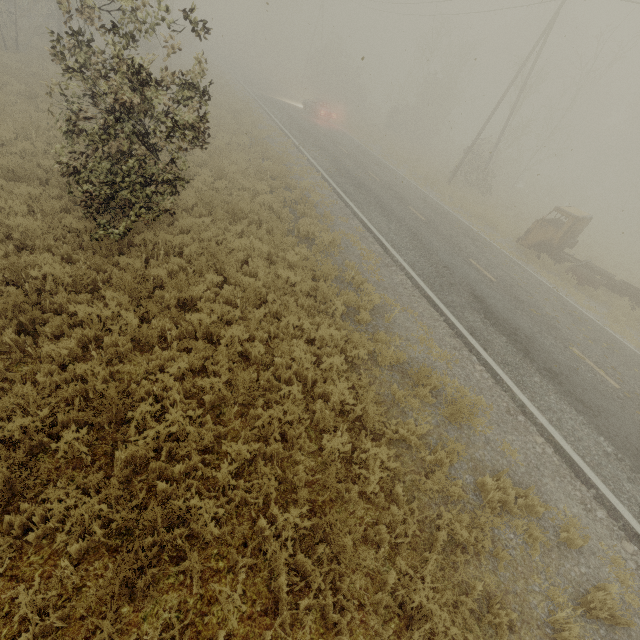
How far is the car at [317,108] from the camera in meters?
29.8

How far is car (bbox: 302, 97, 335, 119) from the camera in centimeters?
2981cm

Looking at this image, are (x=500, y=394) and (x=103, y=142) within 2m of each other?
no

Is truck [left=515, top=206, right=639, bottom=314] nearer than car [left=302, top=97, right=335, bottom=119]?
Yes

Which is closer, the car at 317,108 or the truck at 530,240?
the truck at 530,240
